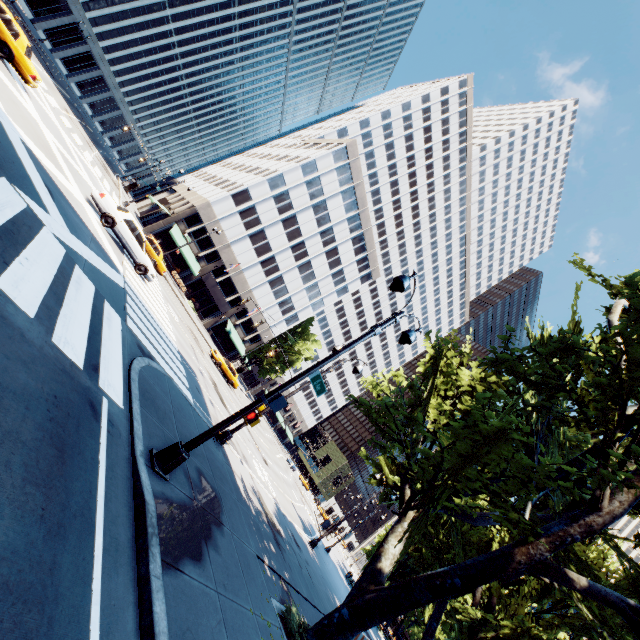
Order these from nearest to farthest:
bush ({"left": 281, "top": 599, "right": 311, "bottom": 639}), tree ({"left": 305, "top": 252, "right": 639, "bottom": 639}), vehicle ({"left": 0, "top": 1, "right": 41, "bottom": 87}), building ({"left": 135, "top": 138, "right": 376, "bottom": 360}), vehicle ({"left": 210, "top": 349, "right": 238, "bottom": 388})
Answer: tree ({"left": 305, "top": 252, "right": 639, "bottom": 639}) < bush ({"left": 281, "top": 599, "right": 311, "bottom": 639}) < vehicle ({"left": 0, "top": 1, "right": 41, "bottom": 87}) < vehicle ({"left": 210, "top": 349, "right": 238, "bottom": 388}) < building ({"left": 135, "top": 138, "right": 376, "bottom": 360})

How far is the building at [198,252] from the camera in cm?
4394

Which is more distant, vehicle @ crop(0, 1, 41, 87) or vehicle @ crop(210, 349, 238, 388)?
vehicle @ crop(210, 349, 238, 388)

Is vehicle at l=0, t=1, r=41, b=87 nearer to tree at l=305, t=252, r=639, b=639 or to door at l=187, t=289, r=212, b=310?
tree at l=305, t=252, r=639, b=639

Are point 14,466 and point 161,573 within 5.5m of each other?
yes

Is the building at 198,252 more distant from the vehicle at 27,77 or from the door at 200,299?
the vehicle at 27,77

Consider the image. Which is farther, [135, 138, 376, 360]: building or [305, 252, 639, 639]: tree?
[135, 138, 376, 360]: building

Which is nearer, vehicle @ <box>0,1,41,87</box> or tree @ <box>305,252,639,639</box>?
tree @ <box>305,252,639,639</box>
